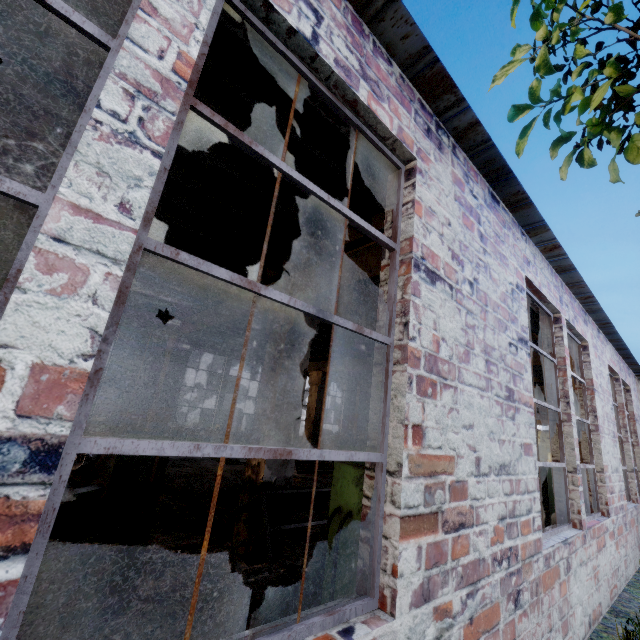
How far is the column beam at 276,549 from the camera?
4.58m

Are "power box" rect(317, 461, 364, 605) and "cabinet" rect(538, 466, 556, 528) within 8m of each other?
yes

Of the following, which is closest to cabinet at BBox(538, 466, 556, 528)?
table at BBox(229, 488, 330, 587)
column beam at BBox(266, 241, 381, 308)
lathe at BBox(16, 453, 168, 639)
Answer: table at BBox(229, 488, 330, 587)

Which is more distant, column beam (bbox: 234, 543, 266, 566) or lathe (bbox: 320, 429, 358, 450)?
lathe (bbox: 320, 429, 358, 450)

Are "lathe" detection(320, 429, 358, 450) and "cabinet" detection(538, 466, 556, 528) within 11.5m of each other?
yes

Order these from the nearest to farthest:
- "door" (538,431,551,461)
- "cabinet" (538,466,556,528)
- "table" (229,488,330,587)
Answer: "table" (229,488,330,587) → "cabinet" (538,466,556,528) → "door" (538,431,551,461)

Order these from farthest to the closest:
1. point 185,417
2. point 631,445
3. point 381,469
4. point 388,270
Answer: point 185,417 < point 631,445 < point 388,270 < point 381,469

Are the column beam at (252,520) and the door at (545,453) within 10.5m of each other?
no
